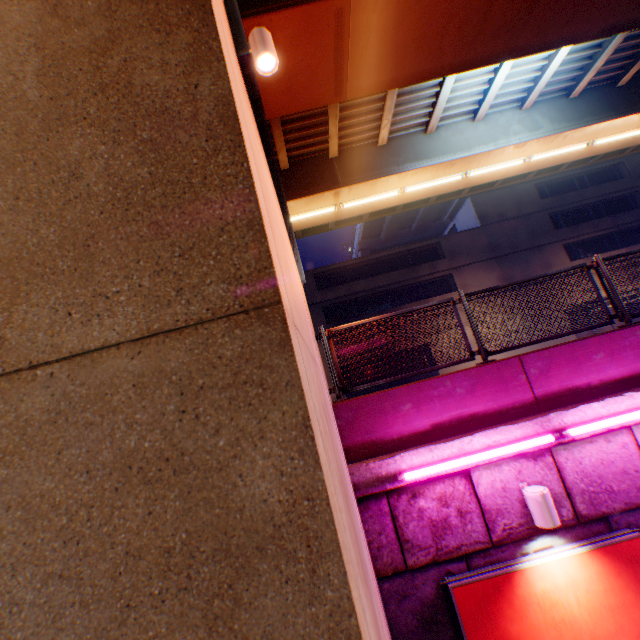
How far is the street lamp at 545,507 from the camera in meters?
4.0

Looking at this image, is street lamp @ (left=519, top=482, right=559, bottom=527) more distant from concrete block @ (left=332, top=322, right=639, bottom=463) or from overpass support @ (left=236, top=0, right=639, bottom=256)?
overpass support @ (left=236, top=0, right=639, bottom=256)

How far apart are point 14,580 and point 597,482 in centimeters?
608cm

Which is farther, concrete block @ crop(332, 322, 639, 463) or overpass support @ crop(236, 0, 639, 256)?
overpass support @ crop(236, 0, 639, 256)

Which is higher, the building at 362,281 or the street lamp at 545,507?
the building at 362,281

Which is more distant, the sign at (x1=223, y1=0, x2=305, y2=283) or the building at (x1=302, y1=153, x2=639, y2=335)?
the building at (x1=302, y1=153, x2=639, y2=335)

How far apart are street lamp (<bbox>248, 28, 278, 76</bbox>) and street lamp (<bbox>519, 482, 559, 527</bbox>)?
6.3m

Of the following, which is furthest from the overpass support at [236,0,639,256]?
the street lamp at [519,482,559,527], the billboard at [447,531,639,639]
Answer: the billboard at [447,531,639,639]
